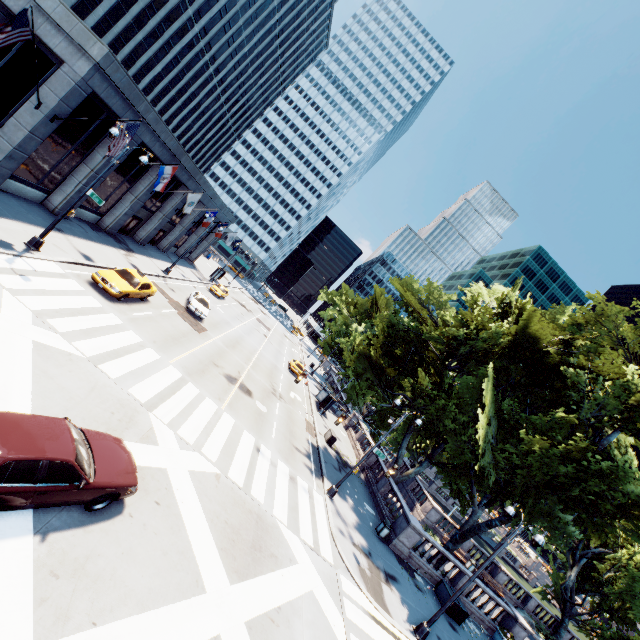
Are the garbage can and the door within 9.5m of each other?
no

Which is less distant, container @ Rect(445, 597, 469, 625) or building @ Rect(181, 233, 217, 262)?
container @ Rect(445, 597, 469, 625)

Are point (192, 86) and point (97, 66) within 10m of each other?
no

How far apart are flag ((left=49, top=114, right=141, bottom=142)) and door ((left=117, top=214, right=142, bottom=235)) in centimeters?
1337cm

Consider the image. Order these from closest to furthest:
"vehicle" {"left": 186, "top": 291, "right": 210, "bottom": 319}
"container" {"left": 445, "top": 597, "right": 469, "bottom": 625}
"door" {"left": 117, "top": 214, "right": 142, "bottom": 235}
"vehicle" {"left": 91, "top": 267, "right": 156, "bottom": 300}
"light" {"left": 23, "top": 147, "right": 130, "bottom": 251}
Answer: "light" {"left": 23, "top": 147, "right": 130, "bottom": 251} < "vehicle" {"left": 91, "top": 267, "right": 156, "bottom": 300} < "container" {"left": 445, "top": 597, "right": 469, "bottom": 625} < "vehicle" {"left": 186, "top": 291, "right": 210, "bottom": 319} < "door" {"left": 117, "top": 214, "right": 142, "bottom": 235}

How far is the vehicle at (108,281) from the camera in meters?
18.0 m

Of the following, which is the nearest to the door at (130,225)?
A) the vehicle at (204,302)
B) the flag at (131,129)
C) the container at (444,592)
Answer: the vehicle at (204,302)

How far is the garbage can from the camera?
20.2m
